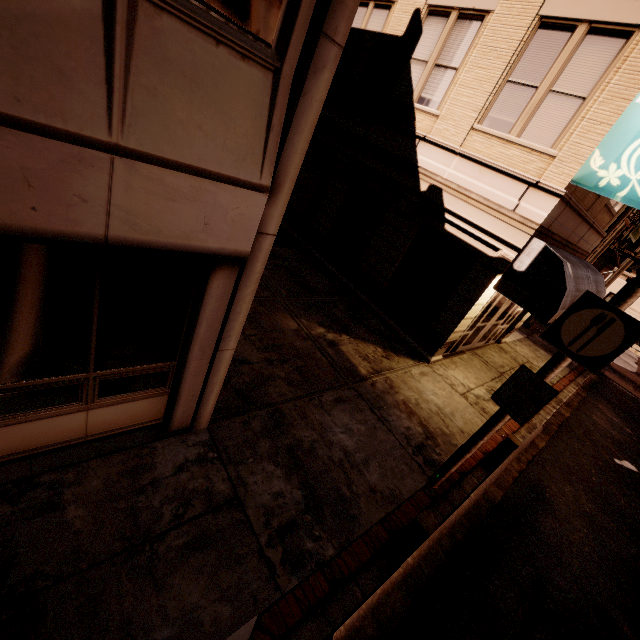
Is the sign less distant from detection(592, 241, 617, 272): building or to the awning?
the awning

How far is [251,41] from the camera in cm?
247

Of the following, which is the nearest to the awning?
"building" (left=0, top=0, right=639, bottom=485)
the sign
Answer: "building" (left=0, top=0, right=639, bottom=485)

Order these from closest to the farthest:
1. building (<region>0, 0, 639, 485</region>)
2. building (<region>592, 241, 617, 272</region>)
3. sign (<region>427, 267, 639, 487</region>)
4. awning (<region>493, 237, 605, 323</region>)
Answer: building (<region>0, 0, 639, 485</region>), sign (<region>427, 267, 639, 487</region>), awning (<region>493, 237, 605, 323</region>), building (<region>592, 241, 617, 272</region>)

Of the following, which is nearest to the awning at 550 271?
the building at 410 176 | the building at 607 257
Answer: the building at 410 176

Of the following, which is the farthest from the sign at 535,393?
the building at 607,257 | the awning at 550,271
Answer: the building at 607,257

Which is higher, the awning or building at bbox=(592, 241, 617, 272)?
building at bbox=(592, 241, 617, 272)

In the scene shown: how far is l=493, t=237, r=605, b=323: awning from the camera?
7.42m
